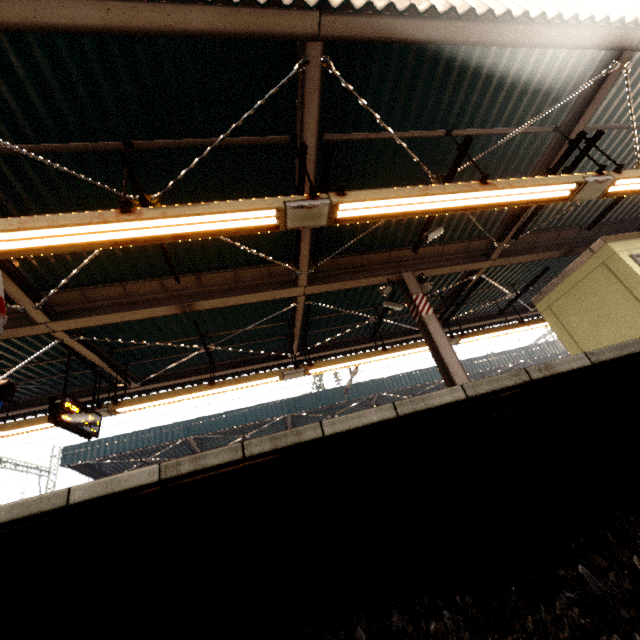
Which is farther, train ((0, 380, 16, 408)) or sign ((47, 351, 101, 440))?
sign ((47, 351, 101, 440))

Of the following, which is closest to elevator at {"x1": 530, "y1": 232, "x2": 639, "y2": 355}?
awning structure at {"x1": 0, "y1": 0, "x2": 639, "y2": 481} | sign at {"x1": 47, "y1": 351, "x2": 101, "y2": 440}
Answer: awning structure at {"x1": 0, "y1": 0, "x2": 639, "y2": 481}

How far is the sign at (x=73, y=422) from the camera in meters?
6.0

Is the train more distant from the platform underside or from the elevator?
the elevator

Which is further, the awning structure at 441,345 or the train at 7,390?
the awning structure at 441,345

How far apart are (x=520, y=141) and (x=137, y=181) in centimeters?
660cm

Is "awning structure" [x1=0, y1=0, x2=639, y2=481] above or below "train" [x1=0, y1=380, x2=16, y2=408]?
above

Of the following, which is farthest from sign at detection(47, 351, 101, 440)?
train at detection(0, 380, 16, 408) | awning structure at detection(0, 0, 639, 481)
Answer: train at detection(0, 380, 16, 408)
